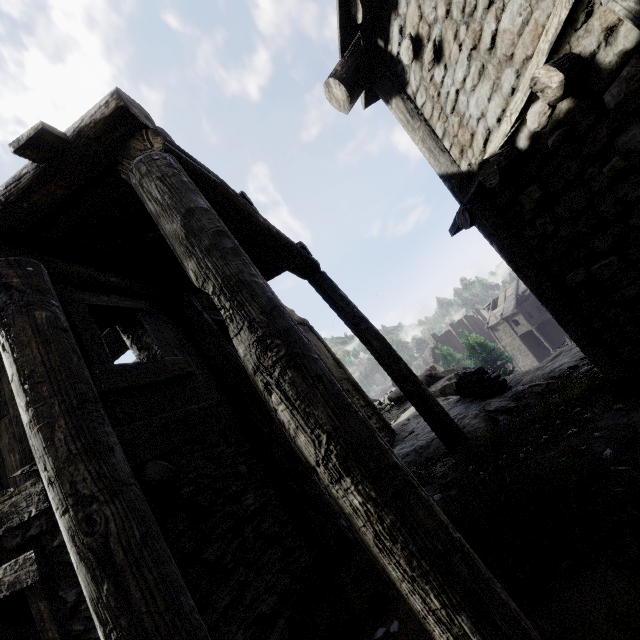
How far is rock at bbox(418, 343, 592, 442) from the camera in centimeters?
506cm

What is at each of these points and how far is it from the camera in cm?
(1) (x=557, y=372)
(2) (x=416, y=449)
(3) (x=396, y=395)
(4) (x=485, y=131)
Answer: (1) rock, 695
(2) rock, 736
(3) rock, 1891
(4) building, 375

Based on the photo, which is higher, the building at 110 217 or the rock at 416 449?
the building at 110 217

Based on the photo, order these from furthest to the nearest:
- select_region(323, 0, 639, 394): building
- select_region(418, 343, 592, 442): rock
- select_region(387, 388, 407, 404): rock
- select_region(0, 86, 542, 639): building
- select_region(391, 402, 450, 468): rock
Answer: select_region(387, 388, 407, 404): rock, select_region(391, 402, 450, 468): rock, select_region(418, 343, 592, 442): rock, select_region(323, 0, 639, 394): building, select_region(0, 86, 542, 639): building

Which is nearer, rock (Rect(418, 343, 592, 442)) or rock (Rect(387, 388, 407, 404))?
rock (Rect(418, 343, 592, 442))

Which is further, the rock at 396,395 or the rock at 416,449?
the rock at 396,395

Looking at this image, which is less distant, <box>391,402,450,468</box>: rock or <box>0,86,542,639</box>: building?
<box>0,86,542,639</box>: building
